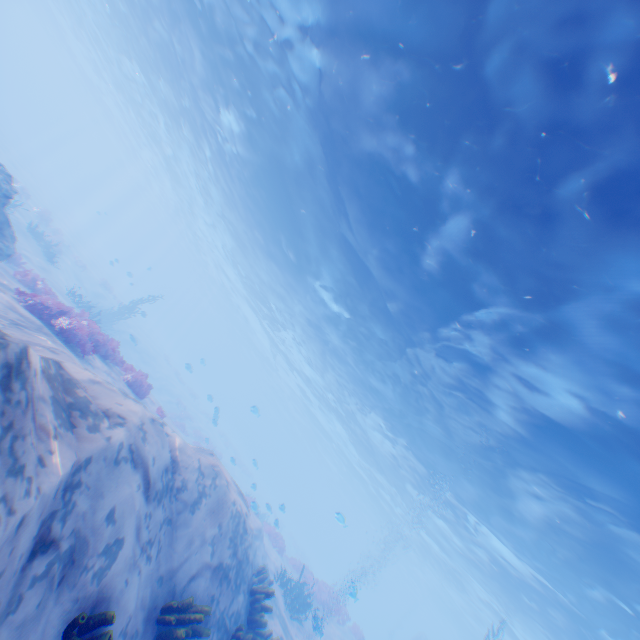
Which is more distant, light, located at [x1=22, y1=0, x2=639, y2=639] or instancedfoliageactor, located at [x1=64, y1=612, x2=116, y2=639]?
light, located at [x1=22, y1=0, x2=639, y2=639]

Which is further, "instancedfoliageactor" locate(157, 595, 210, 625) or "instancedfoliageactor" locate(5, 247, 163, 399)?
"instancedfoliageactor" locate(5, 247, 163, 399)

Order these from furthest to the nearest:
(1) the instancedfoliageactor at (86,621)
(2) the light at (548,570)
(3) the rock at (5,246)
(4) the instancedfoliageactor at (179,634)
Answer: (3) the rock at (5,246) < (2) the light at (548,570) < (4) the instancedfoliageactor at (179,634) < (1) the instancedfoliageactor at (86,621)

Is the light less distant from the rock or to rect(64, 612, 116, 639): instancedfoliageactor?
rect(64, 612, 116, 639): instancedfoliageactor

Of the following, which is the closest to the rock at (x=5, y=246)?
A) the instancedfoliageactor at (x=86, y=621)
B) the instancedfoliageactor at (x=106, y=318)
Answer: the instancedfoliageactor at (x=106, y=318)

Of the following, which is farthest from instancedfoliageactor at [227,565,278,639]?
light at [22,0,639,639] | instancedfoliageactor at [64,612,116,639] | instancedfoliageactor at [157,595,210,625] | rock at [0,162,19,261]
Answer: rock at [0,162,19,261]

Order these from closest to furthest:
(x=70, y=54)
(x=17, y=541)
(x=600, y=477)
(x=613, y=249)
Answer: (x=17, y=541), (x=613, y=249), (x=600, y=477), (x=70, y=54)

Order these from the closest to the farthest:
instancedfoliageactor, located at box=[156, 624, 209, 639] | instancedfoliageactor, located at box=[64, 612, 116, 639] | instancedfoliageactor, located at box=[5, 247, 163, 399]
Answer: instancedfoliageactor, located at box=[64, 612, 116, 639]
instancedfoliageactor, located at box=[156, 624, 209, 639]
instancedfoliageactor, located at box=[5, 247, 163, 399]
